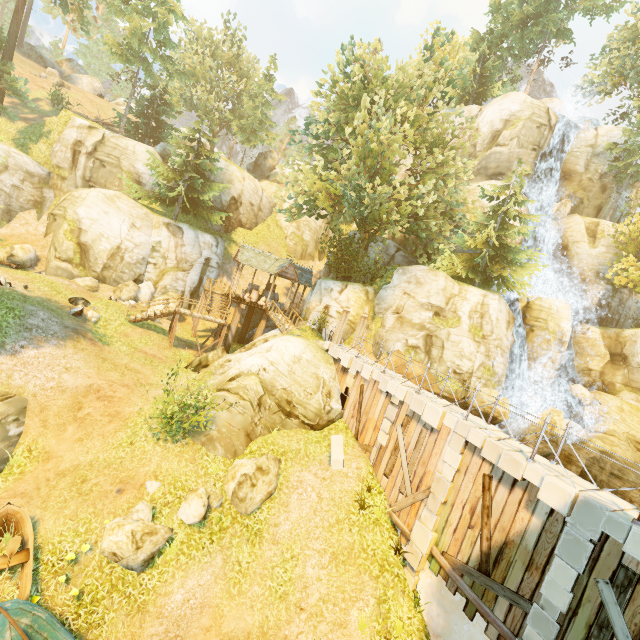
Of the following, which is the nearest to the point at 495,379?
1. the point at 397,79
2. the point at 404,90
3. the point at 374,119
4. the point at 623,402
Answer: the point at 623,402

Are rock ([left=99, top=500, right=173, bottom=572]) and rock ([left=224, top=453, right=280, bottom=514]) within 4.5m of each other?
yes

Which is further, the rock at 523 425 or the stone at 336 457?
the rock at 523 425

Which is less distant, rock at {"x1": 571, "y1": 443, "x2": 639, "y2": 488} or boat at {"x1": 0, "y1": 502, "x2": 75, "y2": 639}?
boat at {"x1": 0, "y1": 502, "x2": 75, "y2": 639}

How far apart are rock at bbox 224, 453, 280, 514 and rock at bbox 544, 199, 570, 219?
32.81m

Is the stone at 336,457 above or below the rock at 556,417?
below

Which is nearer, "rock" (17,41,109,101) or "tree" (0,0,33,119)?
"tree" (0,0,33,119)

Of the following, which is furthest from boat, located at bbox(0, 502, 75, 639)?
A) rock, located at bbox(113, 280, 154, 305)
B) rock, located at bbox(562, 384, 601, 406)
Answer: rock, located at bbox(562, 384, 601, 406)
